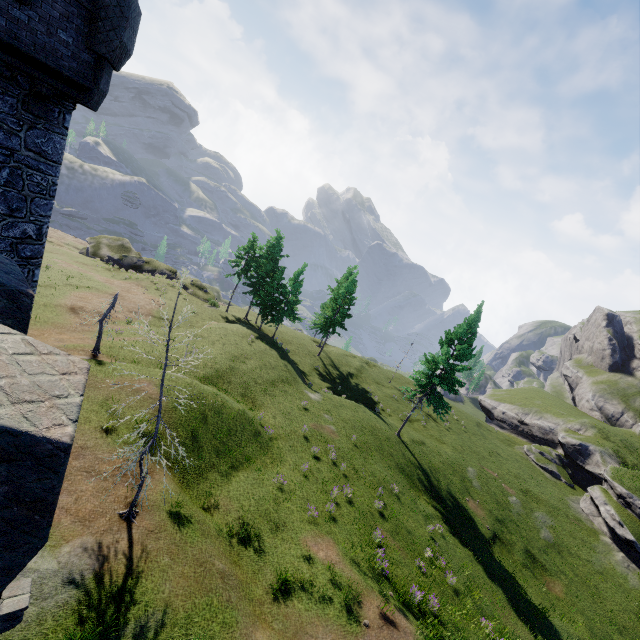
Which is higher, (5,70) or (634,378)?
(5,70)
